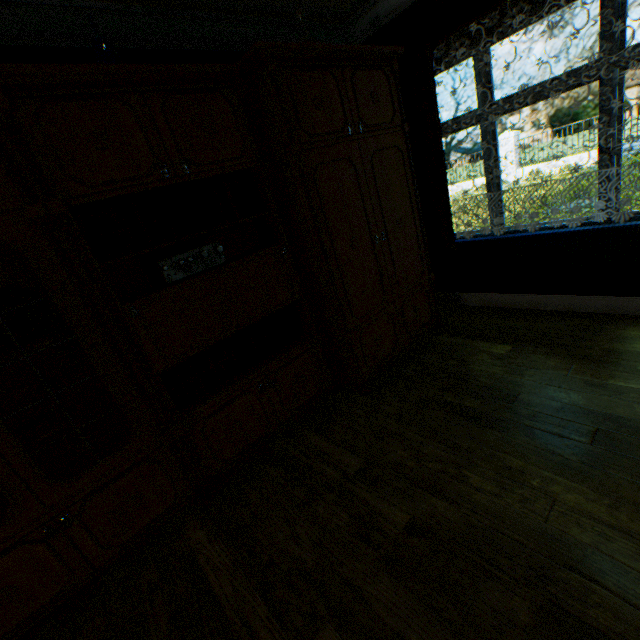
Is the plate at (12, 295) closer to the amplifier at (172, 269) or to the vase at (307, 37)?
the amplifier at (172, 269)

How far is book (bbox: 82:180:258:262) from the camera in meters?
1.8

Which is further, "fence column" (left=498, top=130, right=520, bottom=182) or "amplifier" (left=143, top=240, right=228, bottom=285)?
"fence column" (left=498, top=130, right=520, bottom=182)

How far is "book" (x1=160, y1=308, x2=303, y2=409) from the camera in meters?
2.3

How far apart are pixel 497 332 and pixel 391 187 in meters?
1.7

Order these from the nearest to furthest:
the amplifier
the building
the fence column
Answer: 1. the building
2. the amplifier
3. the fence column

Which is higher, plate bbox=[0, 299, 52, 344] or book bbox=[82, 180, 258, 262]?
book bbox=[82, 180, 258, 262]

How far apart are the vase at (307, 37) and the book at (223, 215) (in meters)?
1.12
